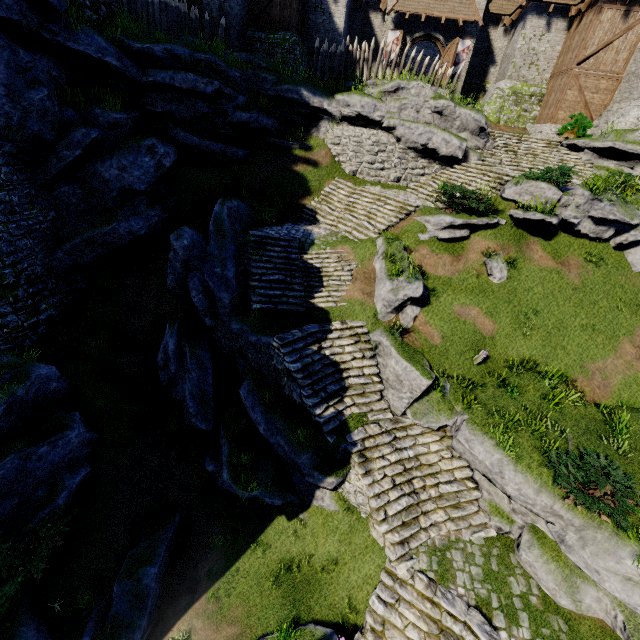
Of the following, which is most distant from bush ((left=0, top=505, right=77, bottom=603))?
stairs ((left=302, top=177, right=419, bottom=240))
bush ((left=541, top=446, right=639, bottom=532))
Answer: stairs ((left=302, top=177, right=419, bottom=240))

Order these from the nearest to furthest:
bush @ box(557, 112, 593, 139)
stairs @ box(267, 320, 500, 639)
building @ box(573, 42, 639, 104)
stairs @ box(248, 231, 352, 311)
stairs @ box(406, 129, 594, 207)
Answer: stairs @ box(267, 320, 500, 639)
stairs @ box(248, 231, 352, 311)
stairs @ box(406, 129, 594, 207)
building @ box(573, 42, 639, 104)
bush @ box(557, 112, 593, 139)

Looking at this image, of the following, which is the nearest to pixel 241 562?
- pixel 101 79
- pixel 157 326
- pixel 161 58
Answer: pixel 157 326

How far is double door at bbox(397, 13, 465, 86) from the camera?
22.0 meters

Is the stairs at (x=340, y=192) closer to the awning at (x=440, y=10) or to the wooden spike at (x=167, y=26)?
the wooden spike at (x=167, y=26)

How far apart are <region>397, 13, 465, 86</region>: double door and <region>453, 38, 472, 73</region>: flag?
0.3 meters

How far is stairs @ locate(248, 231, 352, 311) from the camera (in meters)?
13.26

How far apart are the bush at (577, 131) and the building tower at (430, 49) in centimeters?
2080cm
